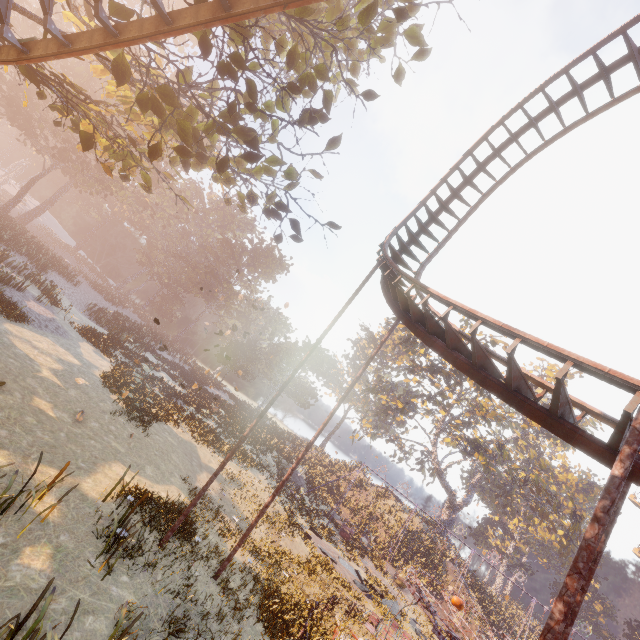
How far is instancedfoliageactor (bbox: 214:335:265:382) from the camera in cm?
4759

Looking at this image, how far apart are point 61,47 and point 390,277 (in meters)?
10.74

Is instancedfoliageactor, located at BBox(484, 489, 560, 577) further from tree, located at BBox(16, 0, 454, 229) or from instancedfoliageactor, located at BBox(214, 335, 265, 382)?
tree, located at BBox(16, 0, 454, 229)

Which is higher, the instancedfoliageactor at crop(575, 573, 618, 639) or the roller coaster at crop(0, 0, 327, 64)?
the instancedfoliageactor at crop(575, 573, 618, 639)

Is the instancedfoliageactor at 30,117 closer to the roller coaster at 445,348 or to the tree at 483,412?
the roller coaster at 445,348

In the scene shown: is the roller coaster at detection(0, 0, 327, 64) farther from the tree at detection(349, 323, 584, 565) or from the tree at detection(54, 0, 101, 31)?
the tree at detection(349, 323, 584, 565)

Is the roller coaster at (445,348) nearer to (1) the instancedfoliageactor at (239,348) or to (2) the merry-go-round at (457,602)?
(2) the merry-go-round at (457,602)

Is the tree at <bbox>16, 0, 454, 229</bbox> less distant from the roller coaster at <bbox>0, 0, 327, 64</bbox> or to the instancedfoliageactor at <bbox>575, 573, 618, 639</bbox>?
the roller coaster at <bbox>0, 0, 327, 64</bbox>
